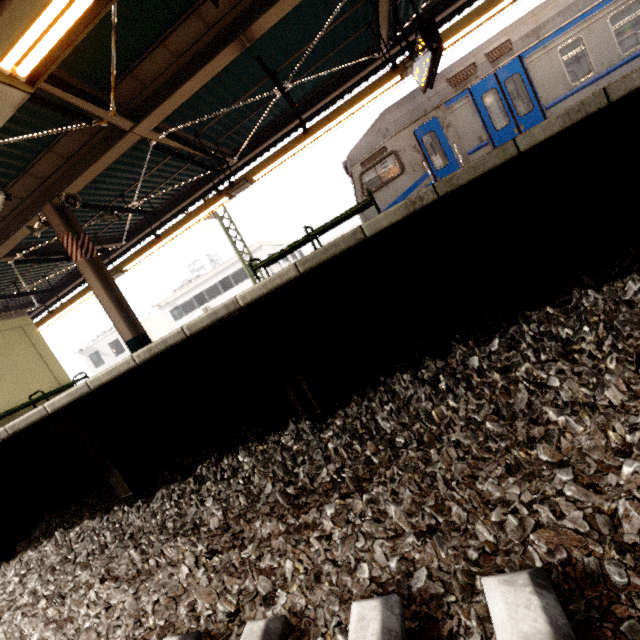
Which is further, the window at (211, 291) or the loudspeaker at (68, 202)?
the window at (211, 291)

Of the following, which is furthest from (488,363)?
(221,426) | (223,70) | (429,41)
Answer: (223,70)

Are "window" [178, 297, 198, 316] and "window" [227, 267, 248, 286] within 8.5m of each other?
yes

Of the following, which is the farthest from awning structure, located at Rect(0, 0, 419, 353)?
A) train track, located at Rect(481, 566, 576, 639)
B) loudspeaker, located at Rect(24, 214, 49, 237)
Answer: train track, located at Rect(481, 566, 576, 639)

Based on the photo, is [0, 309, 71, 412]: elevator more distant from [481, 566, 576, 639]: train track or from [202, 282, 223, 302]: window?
[202, 282, 223, 302]: window

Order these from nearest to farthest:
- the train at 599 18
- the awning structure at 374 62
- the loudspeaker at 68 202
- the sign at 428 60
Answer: the awning structure at 374 62, the sign at 428 60, the loudspeaker at 68 202, the train at 599 18

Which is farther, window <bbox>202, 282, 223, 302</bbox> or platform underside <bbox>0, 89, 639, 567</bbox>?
window <bbox>202, 282, 223, 302</bbox>

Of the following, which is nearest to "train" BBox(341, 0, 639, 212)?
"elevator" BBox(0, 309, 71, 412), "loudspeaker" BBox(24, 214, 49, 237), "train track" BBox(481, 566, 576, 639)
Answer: "train track" BBox(481, 566, 576, 639)
